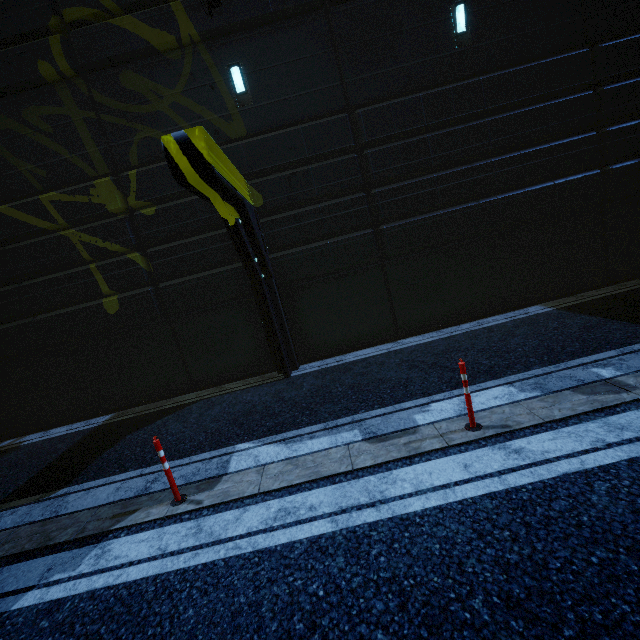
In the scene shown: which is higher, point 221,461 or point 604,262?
point 604,262
